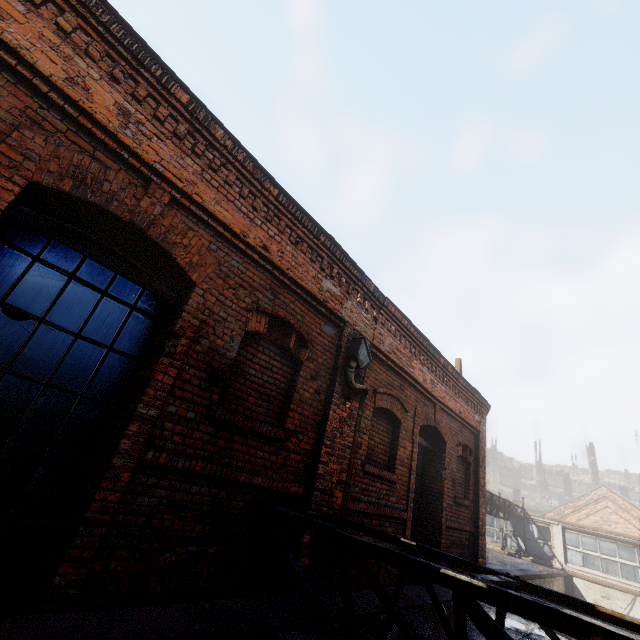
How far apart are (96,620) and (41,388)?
1.84m

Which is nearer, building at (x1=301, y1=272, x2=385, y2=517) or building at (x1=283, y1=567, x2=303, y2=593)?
building at (x1=283, y1=567, x2=303, y2=593)

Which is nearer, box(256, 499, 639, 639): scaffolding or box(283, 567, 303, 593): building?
box(256, 499, 639, 639): scaffolding

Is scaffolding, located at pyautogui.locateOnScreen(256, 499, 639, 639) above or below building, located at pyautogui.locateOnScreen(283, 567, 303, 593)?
above

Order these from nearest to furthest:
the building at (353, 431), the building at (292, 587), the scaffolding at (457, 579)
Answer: the scaffolding at (457, 579) → the building at (292, 587) → the building at (353, 431)

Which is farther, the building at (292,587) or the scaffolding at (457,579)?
the building at (292,587)

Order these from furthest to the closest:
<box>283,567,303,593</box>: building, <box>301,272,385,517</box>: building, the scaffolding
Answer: <box>301,272,385,517</box>: building, <box>283,567,303,593</box>: building, the scaffolding
